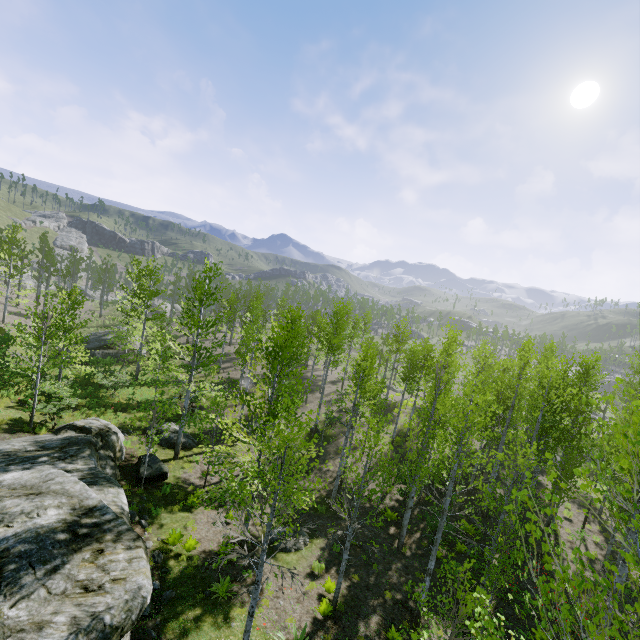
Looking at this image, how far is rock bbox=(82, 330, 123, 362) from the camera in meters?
32.8 m

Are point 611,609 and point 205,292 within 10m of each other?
no

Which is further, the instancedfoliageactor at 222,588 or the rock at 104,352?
the rock at 104,352

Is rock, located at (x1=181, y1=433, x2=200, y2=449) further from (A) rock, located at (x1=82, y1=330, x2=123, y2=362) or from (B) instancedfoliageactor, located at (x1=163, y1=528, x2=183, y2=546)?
(B) instancedfoliageactor, located at (x1=163, y1=528, x2=183, y2=546)

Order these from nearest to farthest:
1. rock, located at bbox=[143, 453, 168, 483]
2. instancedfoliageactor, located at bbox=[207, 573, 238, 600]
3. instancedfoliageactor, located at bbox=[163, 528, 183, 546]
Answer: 1. instancedfoliageactor, located at bbox=[207, 573, 238, 600]
2. instancedfoliageactor, located at bbox=[163, 528, 183, 546]
3. rock, located at bbox=[143, 453, 168, 483]

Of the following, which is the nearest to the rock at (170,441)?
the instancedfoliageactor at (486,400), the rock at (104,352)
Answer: the instancedfoliageactor at (486,400)

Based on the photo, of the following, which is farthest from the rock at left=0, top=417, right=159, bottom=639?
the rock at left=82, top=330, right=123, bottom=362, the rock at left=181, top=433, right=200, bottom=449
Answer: the rock at left=82, top=330, right=123, bottom=362

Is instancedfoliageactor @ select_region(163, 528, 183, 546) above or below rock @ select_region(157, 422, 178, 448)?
above
